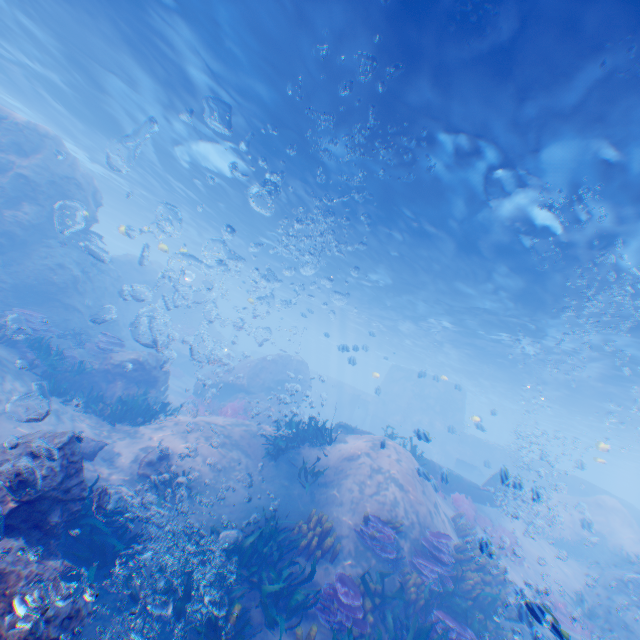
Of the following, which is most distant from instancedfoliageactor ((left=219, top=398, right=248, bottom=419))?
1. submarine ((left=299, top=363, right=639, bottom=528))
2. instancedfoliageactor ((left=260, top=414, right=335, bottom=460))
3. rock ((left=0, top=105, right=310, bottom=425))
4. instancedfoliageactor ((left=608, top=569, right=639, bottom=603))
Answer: instancedfoliageactor ((left=608, top=569, right=639, bottom=603))

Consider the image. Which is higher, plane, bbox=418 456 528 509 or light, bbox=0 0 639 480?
light, bbox=0 0 639 480

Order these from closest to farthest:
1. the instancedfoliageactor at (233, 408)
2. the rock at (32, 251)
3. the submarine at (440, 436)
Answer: the rock at (32, 251), the instancedfoliageactor at (233, 408), the submarine at (440, 436)

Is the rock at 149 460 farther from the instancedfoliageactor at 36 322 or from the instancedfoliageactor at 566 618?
the instancedfoliageactor at 566 618

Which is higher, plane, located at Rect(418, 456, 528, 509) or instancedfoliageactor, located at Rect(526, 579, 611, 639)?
plane, located at Rect(418, 456, 528, 509)

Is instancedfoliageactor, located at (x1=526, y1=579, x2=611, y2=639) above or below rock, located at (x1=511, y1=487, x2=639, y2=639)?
below

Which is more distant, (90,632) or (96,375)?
(96,375)
